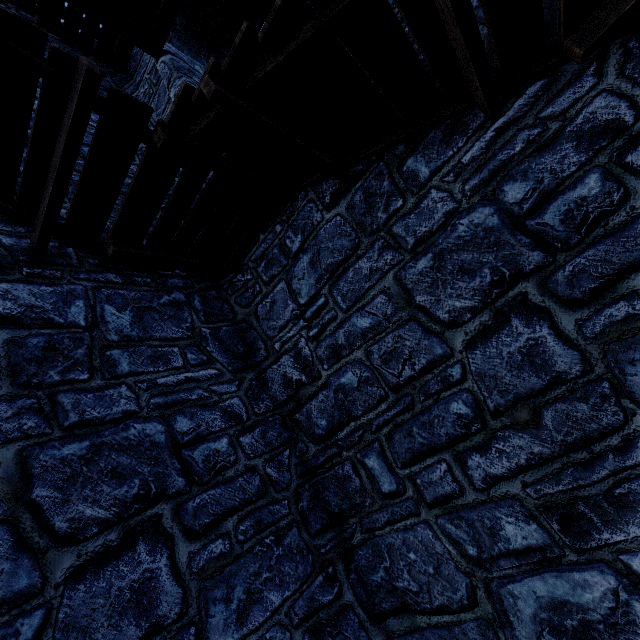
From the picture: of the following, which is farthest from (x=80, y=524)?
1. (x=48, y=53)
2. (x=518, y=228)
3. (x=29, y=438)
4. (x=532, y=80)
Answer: (x=532, y=80)
